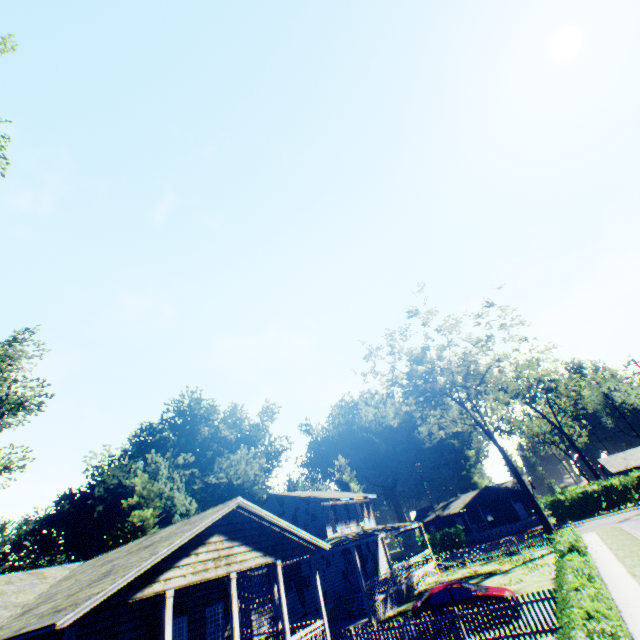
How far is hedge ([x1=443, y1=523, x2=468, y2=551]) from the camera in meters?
45.0

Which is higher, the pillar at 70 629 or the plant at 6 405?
the plant at 6 405

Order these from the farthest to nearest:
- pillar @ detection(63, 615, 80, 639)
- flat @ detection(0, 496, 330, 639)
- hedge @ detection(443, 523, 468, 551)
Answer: hedge @ detection(443, 523, 468, 551) → flat @ detection(0, 496, 330, 639) → pillar @ detection(63, 615, 80, 639)

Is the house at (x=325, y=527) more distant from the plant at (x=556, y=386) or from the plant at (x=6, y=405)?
the plant at (x=556, y=386)

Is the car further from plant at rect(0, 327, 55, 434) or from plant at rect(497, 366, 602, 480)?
plant at rect(497, 366, 602, 480)

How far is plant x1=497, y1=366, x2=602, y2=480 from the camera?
50.9m

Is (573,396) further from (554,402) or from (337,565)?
(337,565)

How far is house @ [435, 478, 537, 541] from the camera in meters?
48.7
